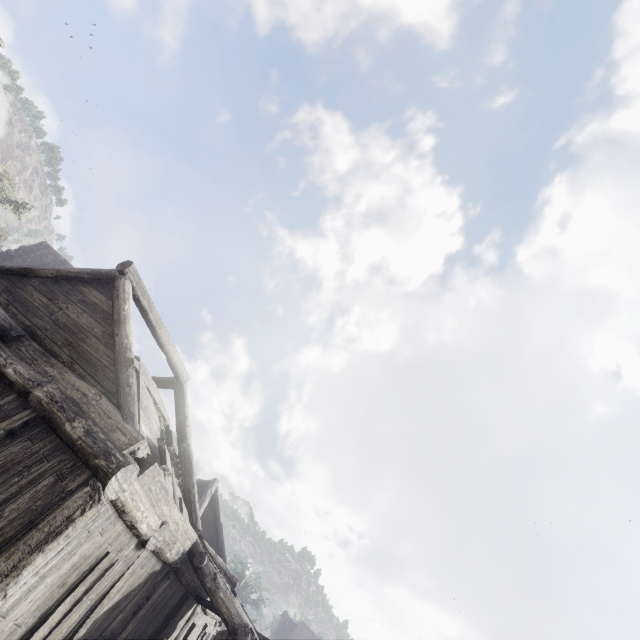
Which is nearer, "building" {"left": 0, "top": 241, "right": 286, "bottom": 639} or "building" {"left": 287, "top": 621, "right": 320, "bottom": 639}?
"building" {"left": 0, "top": 241, "right": 286, "bottom": 639}

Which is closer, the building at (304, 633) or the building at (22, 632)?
the building at (22, 632)

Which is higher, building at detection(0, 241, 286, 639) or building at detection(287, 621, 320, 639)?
building at detection(287, 621, 320, 639)

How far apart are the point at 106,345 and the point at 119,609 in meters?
5.6

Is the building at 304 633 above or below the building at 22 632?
above
